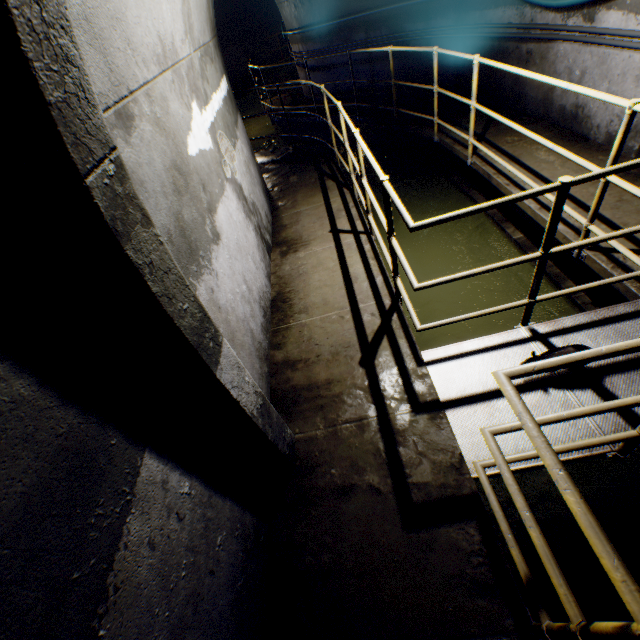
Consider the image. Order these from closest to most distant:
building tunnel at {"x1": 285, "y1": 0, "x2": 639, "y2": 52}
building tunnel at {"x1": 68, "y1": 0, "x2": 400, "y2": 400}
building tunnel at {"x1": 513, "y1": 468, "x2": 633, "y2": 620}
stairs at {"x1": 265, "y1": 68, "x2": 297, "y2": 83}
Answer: building tunnel at {"x1": 68, "y1": 0, "x2": 400, "y2": 400}
building tunnel at {"x1": 513, "y1": 468, "x2": 633, "y2": 620}
building tunnel at {"x1": 285, "y1": 0, "x2": 639, "y2": 52}
stairs at {"x1": 265, "y1": 68, "x2": 297, "y2": 83}

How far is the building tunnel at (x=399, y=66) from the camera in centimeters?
691cm

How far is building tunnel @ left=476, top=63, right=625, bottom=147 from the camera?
4.1 meters

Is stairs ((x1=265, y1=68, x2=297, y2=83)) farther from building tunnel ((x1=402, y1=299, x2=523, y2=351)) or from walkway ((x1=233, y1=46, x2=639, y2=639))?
walkway ((x1=233, y1=46, x2=639, y2=639))

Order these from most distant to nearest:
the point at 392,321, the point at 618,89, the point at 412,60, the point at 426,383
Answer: the point at 412,60, the point at 618,89, the point at 392,321, the point at 426,383

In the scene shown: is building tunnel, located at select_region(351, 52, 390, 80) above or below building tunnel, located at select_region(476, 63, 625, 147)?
above

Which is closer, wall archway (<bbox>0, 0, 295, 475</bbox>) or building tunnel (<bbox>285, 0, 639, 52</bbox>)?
wall archway (<bbox>0, 0, 295, 475</bbox>)

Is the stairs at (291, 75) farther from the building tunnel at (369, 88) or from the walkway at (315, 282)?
the walkway at (315, 282)
